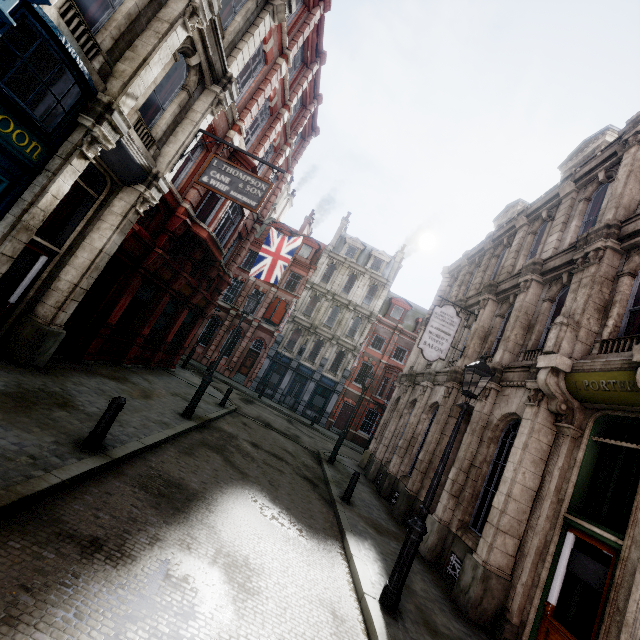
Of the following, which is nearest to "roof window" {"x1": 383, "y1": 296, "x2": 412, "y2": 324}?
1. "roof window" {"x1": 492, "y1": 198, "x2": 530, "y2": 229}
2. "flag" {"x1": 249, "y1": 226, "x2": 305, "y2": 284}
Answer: "roof window" {"x1": 492, "y1": 198, "x2": 530, "y2": 229}

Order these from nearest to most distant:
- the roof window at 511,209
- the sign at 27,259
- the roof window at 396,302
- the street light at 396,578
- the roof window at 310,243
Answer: the street light at 396,578, the sign at 27,259, the roof window at 511,209, the roof window at 396,302, the roof window at 310,243

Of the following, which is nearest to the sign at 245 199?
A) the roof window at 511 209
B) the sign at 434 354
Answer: the sign at 434 354

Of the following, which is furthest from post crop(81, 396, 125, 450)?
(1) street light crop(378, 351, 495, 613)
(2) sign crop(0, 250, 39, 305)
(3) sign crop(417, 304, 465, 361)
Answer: (3) sign crop(417, 304, 465, 361)

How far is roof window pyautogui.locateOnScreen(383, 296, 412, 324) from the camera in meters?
34.5 m

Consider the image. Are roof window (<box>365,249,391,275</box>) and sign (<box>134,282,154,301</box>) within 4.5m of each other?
no

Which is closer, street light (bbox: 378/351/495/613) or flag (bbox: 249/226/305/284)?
street light (bbox: 378/351/495/613)

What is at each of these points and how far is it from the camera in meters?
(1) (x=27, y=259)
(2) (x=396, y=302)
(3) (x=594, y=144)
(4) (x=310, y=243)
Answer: (1) sign, 7.7
(2) roof window, 34.8
(3) roof window, 13.0
(4) roof window, 35.4
